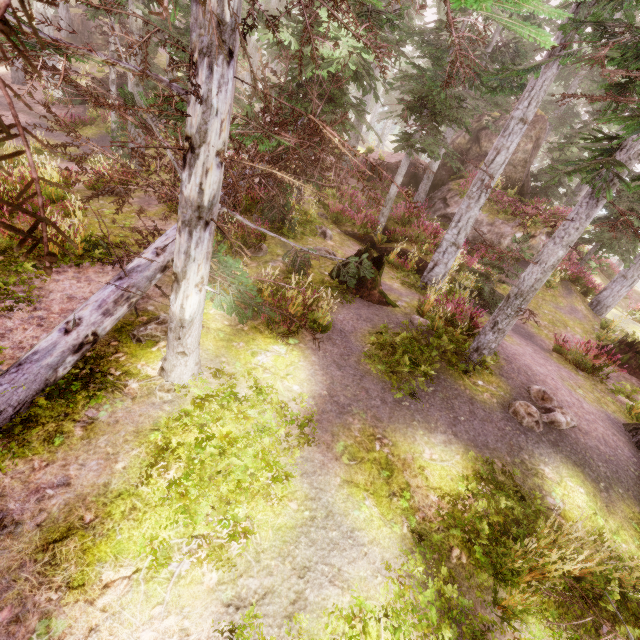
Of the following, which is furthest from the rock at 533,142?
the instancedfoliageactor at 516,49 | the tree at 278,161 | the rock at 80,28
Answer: the rock at 80,28

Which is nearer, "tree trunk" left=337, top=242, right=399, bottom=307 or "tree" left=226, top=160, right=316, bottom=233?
"tree" left=226, top=160, right=316, bottom=233

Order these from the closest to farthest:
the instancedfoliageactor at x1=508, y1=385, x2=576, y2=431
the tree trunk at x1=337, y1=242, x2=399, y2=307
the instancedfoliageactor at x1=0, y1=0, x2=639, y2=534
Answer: the instancedfoliageactor at x1=0, y1=0, x2=639, y2=534, the instancedfoliageactor at x1=508, y1=385, x2=576, y2=431, the tree trunk at x1=337, y1=242, x2=399, y2=307

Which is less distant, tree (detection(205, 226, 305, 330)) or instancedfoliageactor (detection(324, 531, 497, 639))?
instancedfoliageactor (detection(324, 531, 497, 639))

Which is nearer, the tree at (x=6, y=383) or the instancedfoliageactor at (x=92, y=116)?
the tree at (x=6, y=383)

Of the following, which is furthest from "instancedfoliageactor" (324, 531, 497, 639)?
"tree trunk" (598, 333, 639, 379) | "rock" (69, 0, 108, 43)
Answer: "tree trunk" (598, 333, 639, 379)

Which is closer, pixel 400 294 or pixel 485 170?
pixel 485 170

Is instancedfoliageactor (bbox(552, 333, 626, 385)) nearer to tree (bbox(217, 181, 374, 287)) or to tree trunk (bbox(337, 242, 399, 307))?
tree (bbox(217, 181, 374, 287))
